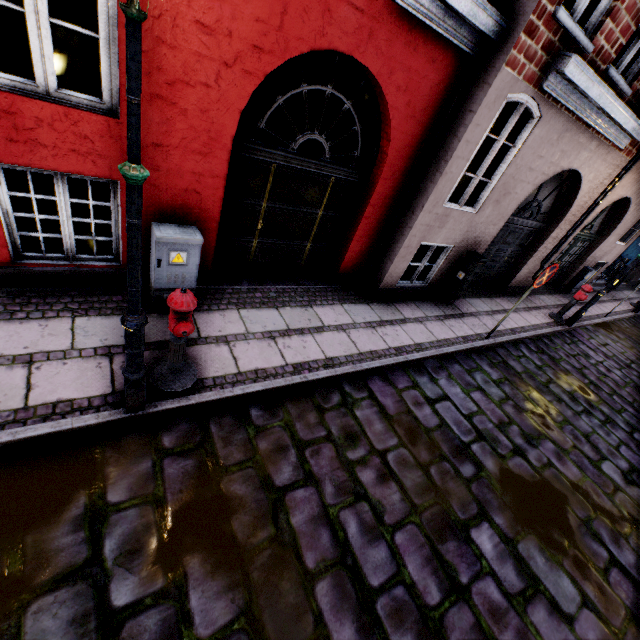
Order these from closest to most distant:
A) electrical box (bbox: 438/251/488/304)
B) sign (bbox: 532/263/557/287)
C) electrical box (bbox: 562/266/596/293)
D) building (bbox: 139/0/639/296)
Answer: building (bbox: 139/0/639/296), sign (bbox: 532/263/557/287), electrical box (bbox: 438/251/488/304), electrical box (bbox: 562/266/596/293)

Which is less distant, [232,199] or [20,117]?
[20,117]

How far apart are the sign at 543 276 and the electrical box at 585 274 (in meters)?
7.37

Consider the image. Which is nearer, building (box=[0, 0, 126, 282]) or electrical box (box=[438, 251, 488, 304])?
building (box=[0, 0, 126, 282])

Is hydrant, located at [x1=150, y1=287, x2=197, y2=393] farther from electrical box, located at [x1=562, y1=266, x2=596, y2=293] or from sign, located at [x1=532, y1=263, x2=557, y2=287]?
electrical box, located at [x1=562, y1=266, x2=596, y2=293]

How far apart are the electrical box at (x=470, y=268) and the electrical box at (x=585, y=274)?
7.3 meters

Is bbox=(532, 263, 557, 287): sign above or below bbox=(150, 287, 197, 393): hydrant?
above

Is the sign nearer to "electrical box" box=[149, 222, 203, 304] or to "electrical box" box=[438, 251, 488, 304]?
"electrical box" box=[438, 251, 488, 304]
